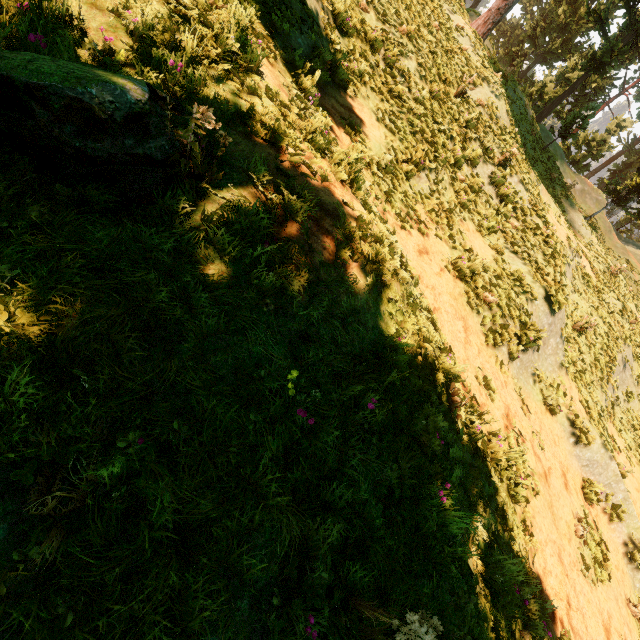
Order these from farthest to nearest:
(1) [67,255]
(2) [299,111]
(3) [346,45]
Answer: (3) [346,45], (2) [299,111], (1) [67,255]

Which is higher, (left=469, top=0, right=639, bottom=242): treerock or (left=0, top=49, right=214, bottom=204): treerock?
(left=469, top=0, right=639, bottom=242): treerock

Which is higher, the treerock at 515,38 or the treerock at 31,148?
the treerock at 515,38

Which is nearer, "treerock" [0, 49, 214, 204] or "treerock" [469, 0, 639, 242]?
"treerock" [0, 49, 214, 204]

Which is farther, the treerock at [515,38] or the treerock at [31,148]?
the treerock at [515,38]
